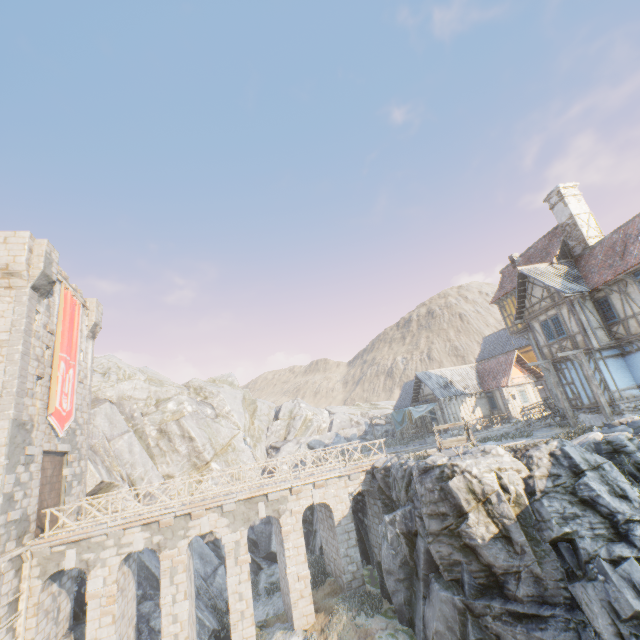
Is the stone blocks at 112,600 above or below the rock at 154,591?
above

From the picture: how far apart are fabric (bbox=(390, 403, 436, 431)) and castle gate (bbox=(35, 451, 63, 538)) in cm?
2532

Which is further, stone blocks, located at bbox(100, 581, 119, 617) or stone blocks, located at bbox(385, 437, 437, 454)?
stone blocks, located at bbox(385, 437, 437, 454)

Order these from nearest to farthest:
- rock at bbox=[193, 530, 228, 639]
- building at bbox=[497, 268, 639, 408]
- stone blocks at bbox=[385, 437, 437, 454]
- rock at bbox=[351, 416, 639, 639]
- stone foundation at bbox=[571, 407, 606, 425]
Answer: rock at bbox=[351, 416, 639, 639]
building at bbox=[497, 268, 639, 408]
stone foundation at bbox=[571, 407, 606, 425]
rock at bbox=[193, 530, 228, 639]
stone blocks at bbox=[385, 437, 437, 454]

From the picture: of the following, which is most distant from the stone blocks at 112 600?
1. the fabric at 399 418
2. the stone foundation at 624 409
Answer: the stone foundation at 624 409

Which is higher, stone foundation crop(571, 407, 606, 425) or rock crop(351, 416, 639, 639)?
stone foundation crop(571, 407, 606, 425)

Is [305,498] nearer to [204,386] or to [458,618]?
[458,618]
